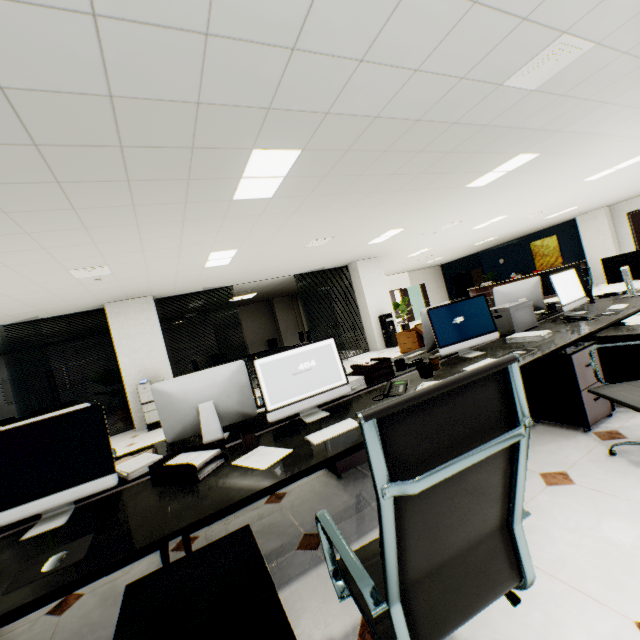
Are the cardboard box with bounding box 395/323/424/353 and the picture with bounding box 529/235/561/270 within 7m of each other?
no

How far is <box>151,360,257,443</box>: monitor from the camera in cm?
224

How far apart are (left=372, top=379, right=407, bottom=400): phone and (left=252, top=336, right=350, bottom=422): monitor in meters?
0.2 m

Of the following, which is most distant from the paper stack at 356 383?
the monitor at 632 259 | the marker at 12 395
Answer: the marker at 12 395

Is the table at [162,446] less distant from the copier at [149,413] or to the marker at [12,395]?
the copier at [149,413]

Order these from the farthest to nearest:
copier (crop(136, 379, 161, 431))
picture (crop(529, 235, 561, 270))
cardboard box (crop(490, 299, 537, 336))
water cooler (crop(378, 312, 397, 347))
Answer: picture (crop(529, 235, 561, 270)) → water cooler (crop(378, 312, 397, 347)) → copier (crop(136, 379, 161, 431)) → cardboard box (crop(490, 299, 537, 336))

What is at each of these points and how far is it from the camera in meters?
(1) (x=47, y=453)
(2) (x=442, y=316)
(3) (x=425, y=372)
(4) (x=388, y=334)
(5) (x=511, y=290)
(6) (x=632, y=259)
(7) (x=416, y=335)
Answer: (1) monitor, 1.6 m
(2) monitor, 2.9 m
(3) pencil holder, 2.5 m
(4) water cooler, 10.2 m
(5) monitor, 4.0 m
(6) monitor, 3.8 m
(7) cardboard box, 4.1 m

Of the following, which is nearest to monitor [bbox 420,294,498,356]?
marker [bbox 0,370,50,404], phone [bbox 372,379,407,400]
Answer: phone [bbox 372,379,407,400]
